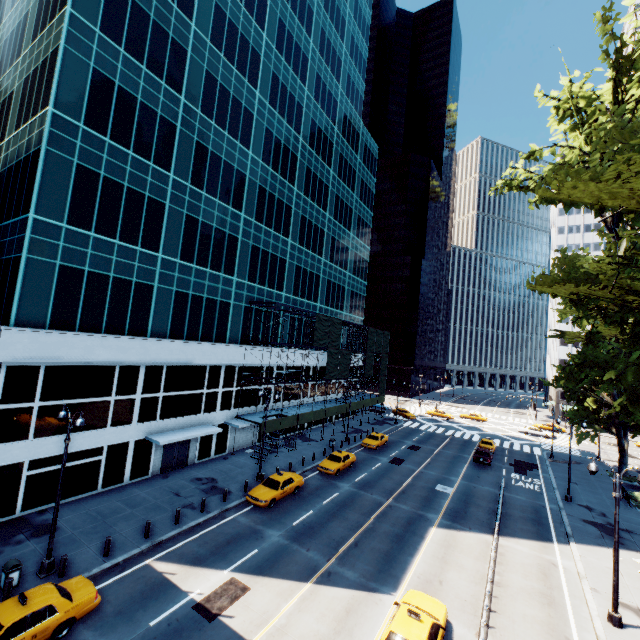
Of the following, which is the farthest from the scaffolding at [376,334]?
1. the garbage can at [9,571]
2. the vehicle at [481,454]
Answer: the garbage can at [9,571]

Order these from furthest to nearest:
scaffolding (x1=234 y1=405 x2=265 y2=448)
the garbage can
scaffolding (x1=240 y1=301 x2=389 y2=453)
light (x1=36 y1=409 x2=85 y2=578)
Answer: scaffolding (x1=240 y1=301 x2=389 y2=453)
scaffolding (x1=234 y1=405 x2=265 y2=448)
light (x1=36 y1=409 x2=85 y2=578)
the garbage can

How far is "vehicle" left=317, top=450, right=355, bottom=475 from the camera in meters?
29.5

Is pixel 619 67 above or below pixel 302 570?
above

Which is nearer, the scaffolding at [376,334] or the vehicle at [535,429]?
the scaffolding at [376,334]

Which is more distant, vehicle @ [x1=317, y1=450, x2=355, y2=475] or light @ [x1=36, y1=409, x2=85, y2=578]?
vehicle @ [x1=317, y1=450, x2=355, y2=475]

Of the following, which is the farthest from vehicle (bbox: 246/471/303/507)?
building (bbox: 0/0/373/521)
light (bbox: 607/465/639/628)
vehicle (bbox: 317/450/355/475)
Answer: light (bbox: 607/465/639/628)

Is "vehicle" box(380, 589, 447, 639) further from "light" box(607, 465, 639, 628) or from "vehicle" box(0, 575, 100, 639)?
"vehicle" box(0, 575, 100, 639)
